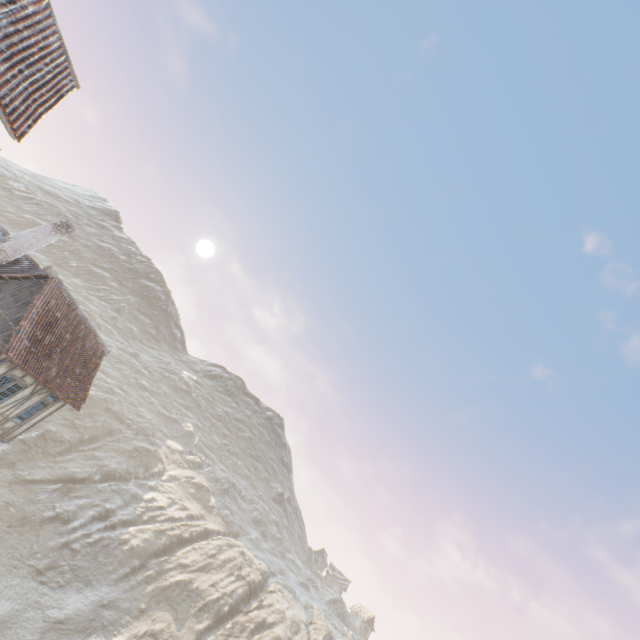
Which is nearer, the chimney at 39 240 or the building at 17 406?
the building at 17 406

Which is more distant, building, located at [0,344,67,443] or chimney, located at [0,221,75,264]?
Answer: chimney, located at [0,221,75,264]

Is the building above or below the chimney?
below

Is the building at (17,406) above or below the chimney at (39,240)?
below

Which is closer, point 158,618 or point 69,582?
point 69,582
